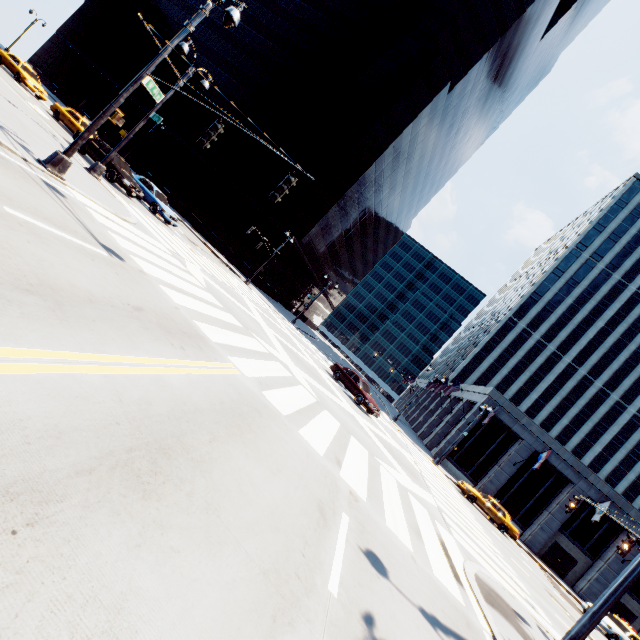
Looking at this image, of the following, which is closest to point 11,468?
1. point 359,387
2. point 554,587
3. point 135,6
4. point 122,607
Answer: point 122,607

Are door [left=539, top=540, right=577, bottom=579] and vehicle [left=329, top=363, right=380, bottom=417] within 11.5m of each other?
no

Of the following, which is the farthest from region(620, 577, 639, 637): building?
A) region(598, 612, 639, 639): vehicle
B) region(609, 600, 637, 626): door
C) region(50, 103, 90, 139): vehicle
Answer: region(50, 103, 90, 139): vehicle

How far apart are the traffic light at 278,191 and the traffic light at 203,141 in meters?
2.6

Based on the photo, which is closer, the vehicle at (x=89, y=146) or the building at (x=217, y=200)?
the vehicle at (x=89, y=146)

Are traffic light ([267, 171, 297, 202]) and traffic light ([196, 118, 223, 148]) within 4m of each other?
yes

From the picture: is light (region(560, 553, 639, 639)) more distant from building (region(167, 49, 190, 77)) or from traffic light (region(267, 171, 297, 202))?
building (region(167, 49, 190, 77))

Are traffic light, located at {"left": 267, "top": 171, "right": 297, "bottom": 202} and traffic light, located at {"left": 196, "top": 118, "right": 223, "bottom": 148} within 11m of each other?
yes
